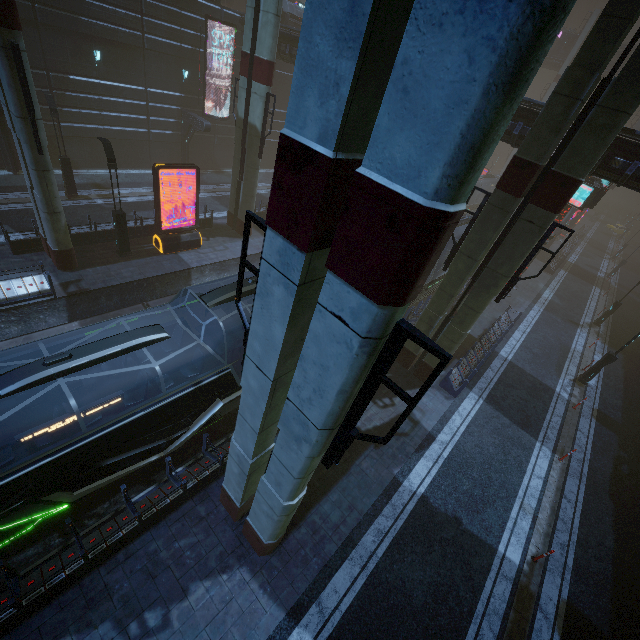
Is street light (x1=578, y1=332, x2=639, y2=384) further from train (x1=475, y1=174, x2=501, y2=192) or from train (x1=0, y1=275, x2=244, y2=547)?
train (x1=475, y1=174, x2=501, y2=192)

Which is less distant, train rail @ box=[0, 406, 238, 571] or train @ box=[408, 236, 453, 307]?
train rail @ box=[0, 406, 238, 571]

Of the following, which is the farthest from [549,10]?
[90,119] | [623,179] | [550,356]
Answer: [90,119]

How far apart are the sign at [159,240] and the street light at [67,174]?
7.47m

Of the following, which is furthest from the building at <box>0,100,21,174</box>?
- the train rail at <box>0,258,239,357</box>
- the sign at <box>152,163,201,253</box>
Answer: the sign at <box>152,163,201,253</box>

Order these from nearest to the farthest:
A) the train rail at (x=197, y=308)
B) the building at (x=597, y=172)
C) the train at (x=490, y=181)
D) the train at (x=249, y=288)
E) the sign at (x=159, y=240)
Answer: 1. the train at (x=249, y=288)
2. the building at (x=597, y=172)
3. the sign at (x=159, y=240)
4. the train rail at (x=197, y=308)
5. the train at (x=490, y=181)

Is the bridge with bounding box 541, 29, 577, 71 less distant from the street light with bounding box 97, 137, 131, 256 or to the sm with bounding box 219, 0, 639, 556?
the sm with bounding box 219, 0, 639, 556

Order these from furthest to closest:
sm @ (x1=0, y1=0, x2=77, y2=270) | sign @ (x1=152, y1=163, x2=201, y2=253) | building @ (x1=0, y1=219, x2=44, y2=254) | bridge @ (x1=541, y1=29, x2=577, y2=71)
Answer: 1. bridge @ (x1=541, y1=29, x2=577, y2=71)
2. sign @ (x1=152, y1=163, x2=201, y2=253)
3. building @ (x1=0, y1=219, x2=44, y2=254)
4. sm @ (x1=0, y1=0, x2=77, y2=270)
